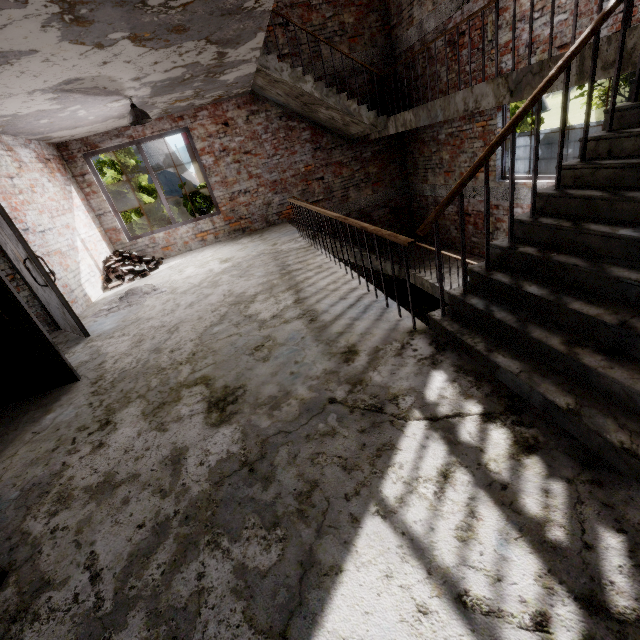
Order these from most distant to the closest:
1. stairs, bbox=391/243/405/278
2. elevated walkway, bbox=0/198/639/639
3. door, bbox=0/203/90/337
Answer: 1. stairs, bbox=391/243/405/278
2. door, bbox=0/203/90/337
3. elevated walkway, bbox=0/198/639/639

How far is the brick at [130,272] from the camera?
7.4 meters

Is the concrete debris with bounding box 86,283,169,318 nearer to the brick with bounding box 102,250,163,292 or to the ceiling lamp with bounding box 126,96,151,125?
the brick with bounding box 102,250,163,292

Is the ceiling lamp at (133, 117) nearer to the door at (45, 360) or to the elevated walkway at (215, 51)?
the elevated walkway at (215, 51)

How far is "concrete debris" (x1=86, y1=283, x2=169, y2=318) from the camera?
5.7 meters

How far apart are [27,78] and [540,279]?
6.1 meters

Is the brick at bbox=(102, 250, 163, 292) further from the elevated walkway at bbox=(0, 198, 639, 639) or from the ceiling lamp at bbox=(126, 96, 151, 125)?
the ceiling lamp at bbox=(126, 96, 151, 125)

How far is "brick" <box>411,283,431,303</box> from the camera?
10.5 meters
